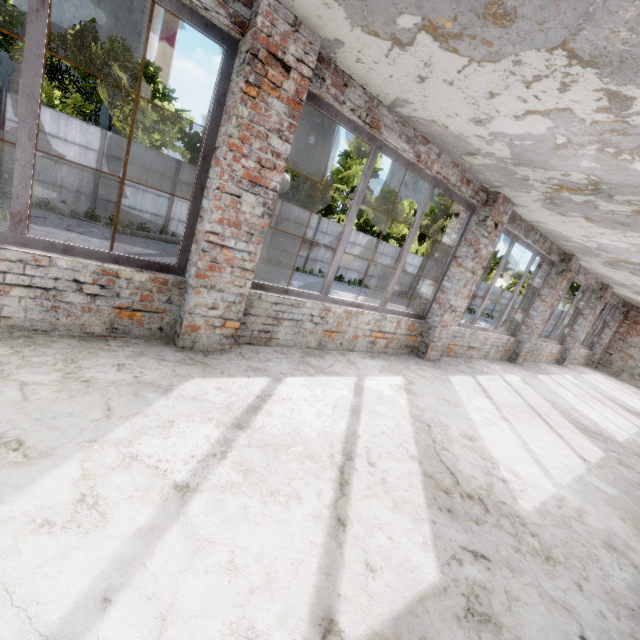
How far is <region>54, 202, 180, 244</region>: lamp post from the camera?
12.80m

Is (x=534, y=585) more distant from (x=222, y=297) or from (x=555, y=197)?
(x=555, y=197)

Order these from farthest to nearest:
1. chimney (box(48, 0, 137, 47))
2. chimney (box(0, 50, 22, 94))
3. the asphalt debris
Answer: chimney (box(48, 0, 137, 47)) → chimney (box(0, 50, 22, 94)) → the asphalt debris

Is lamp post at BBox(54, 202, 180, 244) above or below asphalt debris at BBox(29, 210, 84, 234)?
above

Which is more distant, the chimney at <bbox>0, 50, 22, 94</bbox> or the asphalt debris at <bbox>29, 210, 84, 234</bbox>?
the chimney at <bbox>0, 50, 22, 94</bbox>

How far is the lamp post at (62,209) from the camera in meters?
12.8 m

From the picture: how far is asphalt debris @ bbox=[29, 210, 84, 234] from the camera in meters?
10.8 m

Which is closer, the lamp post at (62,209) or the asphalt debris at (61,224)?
the asphalt debris at (61,224)
